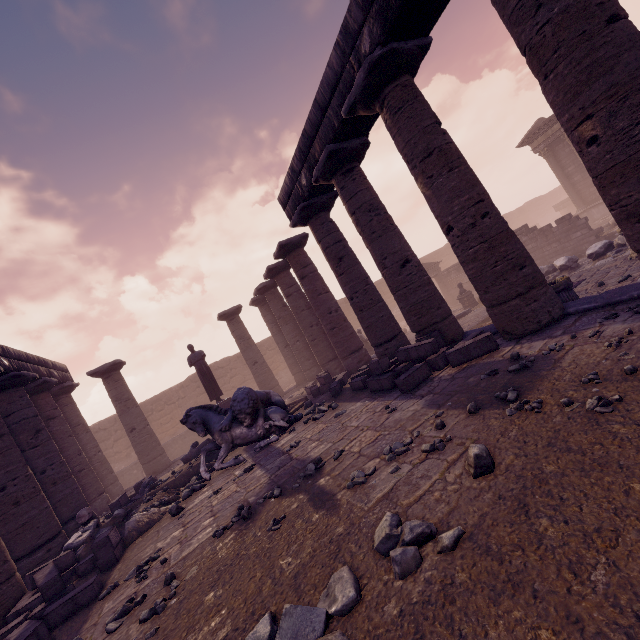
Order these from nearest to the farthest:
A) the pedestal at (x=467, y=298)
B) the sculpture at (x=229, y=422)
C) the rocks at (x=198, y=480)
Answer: the rocks at (x=198, y=480)
the sculpture at (x=229, y=422)
the pedestal at (x=467, y=298)

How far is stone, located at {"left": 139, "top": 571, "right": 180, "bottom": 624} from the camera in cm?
341

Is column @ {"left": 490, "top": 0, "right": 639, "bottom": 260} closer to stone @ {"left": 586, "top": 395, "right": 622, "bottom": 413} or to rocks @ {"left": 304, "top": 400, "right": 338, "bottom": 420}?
stone @ {"left": 586, "top": 395, "right": 622, "bottom": 413}

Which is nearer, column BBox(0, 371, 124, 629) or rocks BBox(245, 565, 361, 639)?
rocks BBox(245, 565, 361, 639)

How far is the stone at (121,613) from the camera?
3.60m

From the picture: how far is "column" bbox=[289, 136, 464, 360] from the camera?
7.57m

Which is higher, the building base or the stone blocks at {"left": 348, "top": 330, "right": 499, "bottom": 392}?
the stone blocks at {"left": 348, "top": 330, "right": 499, "bottom": 392}

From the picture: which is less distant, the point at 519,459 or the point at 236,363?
the point at 519,459
